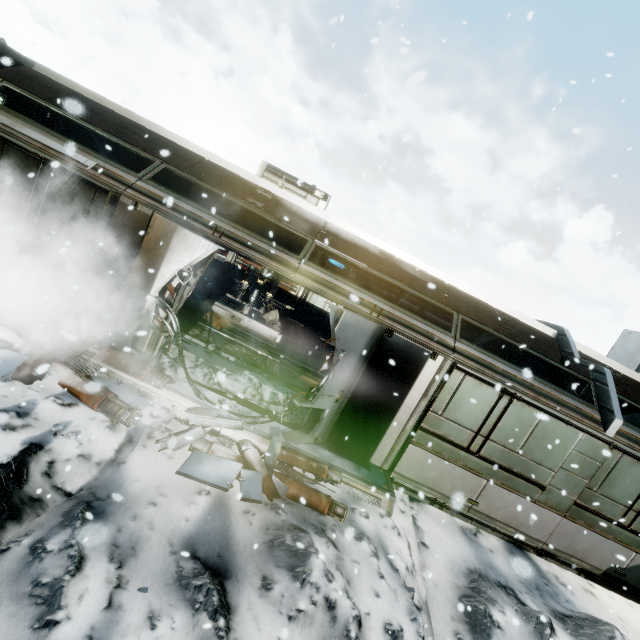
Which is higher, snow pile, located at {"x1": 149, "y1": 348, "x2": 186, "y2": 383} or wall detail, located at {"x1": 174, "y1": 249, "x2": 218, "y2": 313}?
wall detail, located at {"x1": 174, "y1": 249, "x2": 218, "y2": 313}

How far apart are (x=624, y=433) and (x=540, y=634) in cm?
450

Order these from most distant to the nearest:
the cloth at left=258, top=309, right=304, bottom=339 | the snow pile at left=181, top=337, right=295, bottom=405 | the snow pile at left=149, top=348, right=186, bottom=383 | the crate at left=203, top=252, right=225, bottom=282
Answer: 1. the crate at left=203, top=252, right=225, bottom=282
2. the cloth at left=258, top=309, right=304, bottom=339
3. the snow pile at left=181, top=337, right=295, bottom=405
4. the snow pile at left=149, top=348, right=186, bottom=383

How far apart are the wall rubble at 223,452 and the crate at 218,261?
10.8 meters

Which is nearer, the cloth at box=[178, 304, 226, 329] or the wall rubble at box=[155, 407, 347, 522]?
the wall rubble at box=[155, 407, 347, 522]

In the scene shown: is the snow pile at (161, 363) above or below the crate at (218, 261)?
below

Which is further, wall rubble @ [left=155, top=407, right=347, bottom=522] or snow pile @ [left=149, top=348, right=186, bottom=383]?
snow pile @ [left=149, top=348, right=186, bottom=383]

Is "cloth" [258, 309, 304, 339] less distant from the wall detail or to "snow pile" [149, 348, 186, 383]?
"snow pile" [149, 348, 186, 383]
